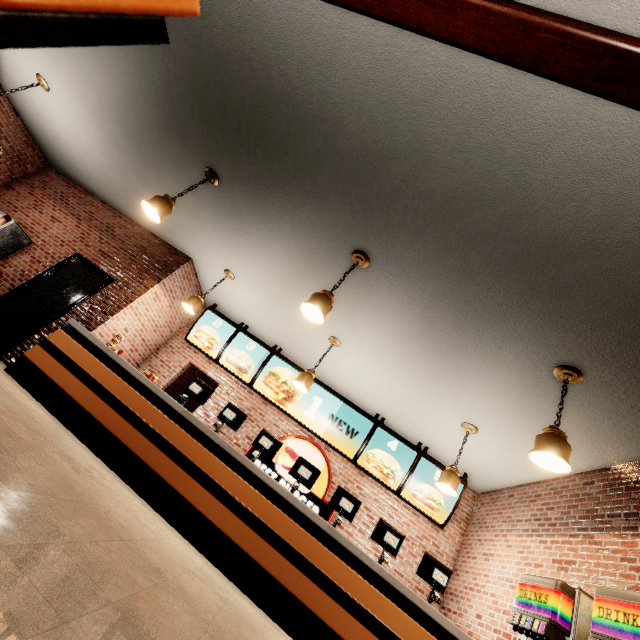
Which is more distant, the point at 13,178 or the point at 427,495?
the point at 13,178
